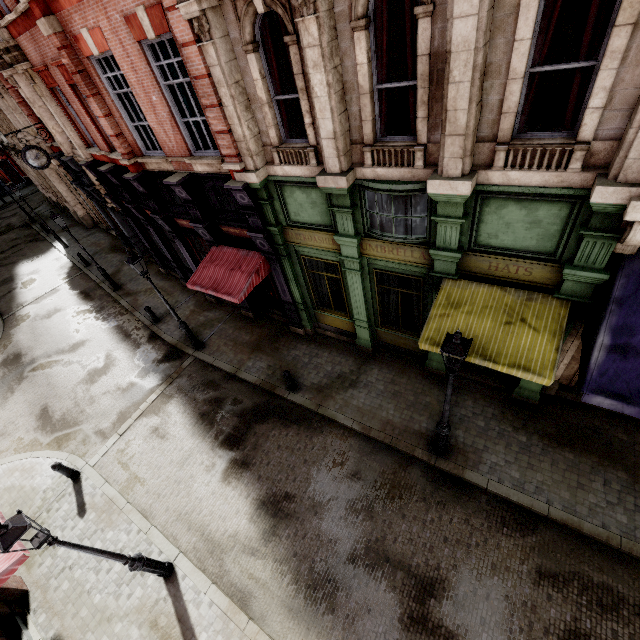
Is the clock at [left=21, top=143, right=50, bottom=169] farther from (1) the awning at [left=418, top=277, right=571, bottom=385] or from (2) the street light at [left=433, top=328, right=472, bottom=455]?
(2) the street light at [left=433, top=328, right=472, bottom=455]

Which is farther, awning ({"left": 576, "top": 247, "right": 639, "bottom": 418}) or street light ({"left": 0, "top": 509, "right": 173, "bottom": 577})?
awning ({"left": 576, "top": 247, "right": 639, "bottom": 418})

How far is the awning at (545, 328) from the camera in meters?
6.2

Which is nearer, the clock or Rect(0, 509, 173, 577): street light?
Rect(0, 509, 173, 577): street light

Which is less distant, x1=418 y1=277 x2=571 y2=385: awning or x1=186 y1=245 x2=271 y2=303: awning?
x1=418 y1=277 x2=571 y2=385: awning

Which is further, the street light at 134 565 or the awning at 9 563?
the awning at 9 563

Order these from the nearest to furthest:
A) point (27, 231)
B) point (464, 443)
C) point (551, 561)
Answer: point (551, 561) < point (464, 443) < point (27, 231)

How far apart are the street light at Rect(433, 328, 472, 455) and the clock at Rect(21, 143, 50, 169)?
19.25m
